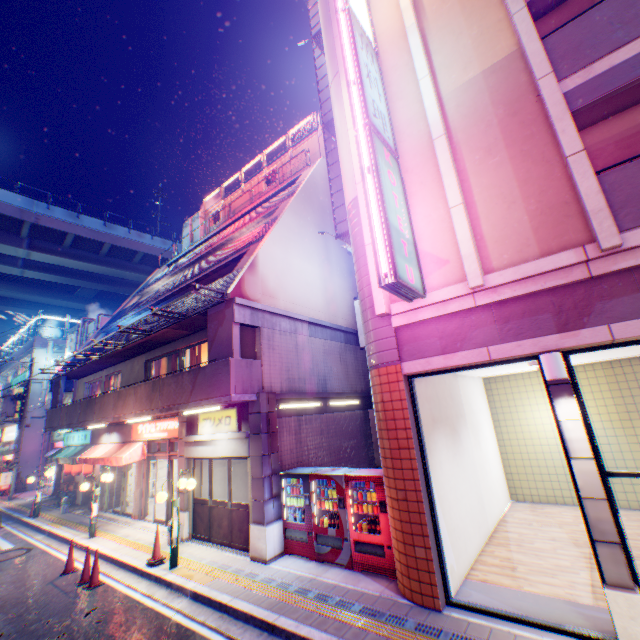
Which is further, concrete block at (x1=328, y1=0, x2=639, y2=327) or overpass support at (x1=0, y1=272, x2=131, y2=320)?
overpass support at (x1=0, y1=272, x2=131, y2=320)

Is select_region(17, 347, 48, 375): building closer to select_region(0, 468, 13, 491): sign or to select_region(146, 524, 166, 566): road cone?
select_region(0, 468, 13, 491): sign

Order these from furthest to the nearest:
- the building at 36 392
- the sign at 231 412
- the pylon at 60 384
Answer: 1. the building at 36 392
2. the pylon at 60 384
3. the sign at 231 412

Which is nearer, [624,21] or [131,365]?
[624,21]

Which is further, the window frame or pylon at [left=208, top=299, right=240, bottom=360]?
pylon at [left=208, top=299, right=240, bottom=360]

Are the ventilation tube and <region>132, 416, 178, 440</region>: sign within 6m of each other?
no

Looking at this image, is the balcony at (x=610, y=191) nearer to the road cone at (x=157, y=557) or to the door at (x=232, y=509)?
the door at (x=232, y=509)

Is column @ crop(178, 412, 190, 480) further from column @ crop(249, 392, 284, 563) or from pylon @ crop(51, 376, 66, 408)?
pylon @ crop(51, 376, 66, 408)
